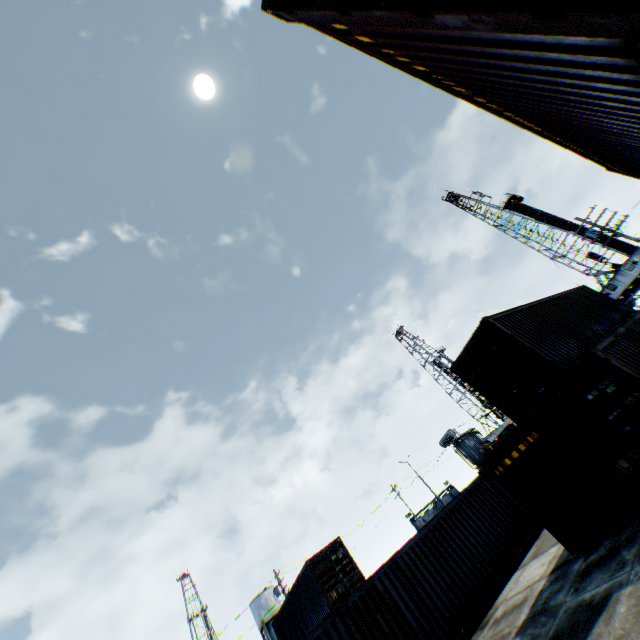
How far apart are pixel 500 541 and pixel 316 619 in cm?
A: 1277

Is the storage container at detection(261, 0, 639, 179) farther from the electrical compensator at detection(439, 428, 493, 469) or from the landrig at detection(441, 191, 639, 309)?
the landrig at detection(441, 191, 639, 309)

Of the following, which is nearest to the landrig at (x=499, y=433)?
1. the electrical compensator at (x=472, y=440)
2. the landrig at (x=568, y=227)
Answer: the landrig at (x=568, y=227)

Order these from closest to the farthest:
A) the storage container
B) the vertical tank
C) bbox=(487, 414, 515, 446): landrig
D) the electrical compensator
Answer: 1. the storage container
2. the electrical compensator
3. the vertical tank
4. bbox=(487, 414, 515, 446): landrig

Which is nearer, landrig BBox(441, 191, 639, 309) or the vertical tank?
landrig BBox(441, 191, 639, 309)

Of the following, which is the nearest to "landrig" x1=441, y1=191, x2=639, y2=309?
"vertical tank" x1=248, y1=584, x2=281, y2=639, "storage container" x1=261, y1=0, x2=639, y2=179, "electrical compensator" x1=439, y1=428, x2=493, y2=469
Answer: "electrical compensator" x1=439, y1=428, x2=493, y2=469

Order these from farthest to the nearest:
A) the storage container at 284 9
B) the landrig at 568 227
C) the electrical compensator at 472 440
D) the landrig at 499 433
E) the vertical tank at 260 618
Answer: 1. the landrig at 499 433
2. the vertical tank at 260 618
3. the landrig at 568 227
4. the electrical compensator at 472 440
5. the storage container at 284 9

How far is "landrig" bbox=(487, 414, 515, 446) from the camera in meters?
54.2
